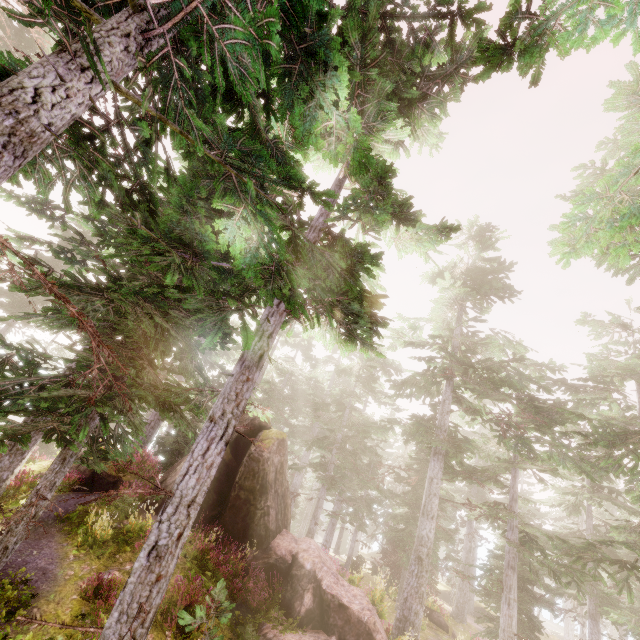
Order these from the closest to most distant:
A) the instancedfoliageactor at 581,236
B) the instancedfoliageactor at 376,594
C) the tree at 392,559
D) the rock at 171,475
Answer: the instancedfoliageactor at 581,236 < the instancedfoliageactor at 376,594 < the rock at 171,475 < the tree at 392,559

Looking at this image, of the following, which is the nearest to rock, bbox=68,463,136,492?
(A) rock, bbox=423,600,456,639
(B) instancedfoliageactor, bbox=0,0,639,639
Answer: (B) instancedfoliageactor, bbox=0,0,639,639

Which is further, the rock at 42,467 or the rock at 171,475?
the rock at 171,475

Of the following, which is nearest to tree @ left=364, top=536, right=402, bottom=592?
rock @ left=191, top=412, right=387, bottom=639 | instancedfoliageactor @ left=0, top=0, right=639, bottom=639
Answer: instancedfoliageactor @ left=0, top=0, right=639, bottom=639

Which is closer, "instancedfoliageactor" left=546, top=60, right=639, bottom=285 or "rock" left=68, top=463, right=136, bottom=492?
"instancedfoliageactor" left=546, top=60, right=639, bottom=285

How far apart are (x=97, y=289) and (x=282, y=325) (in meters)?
4.22

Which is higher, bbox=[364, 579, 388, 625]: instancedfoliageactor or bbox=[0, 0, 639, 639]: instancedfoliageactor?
bbox=[0, 0, 639, 639]: instancedfoliageactor
